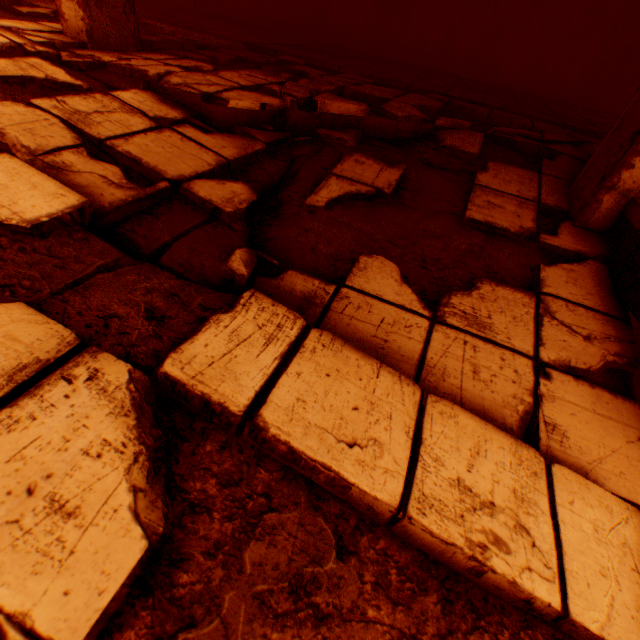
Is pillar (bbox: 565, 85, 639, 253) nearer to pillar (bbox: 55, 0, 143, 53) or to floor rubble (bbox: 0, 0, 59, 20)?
floor rubble (bbox: 0, 0, 59, 20)

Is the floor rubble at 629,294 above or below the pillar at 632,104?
below

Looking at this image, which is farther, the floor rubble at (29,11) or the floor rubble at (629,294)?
the floor rubble at (29,11)

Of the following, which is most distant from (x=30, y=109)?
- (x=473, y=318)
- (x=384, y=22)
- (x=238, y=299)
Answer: (x=384, y=22)

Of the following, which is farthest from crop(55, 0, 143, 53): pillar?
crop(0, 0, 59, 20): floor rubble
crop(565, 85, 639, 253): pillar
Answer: crop(565, 85, 639, 253): pillar
